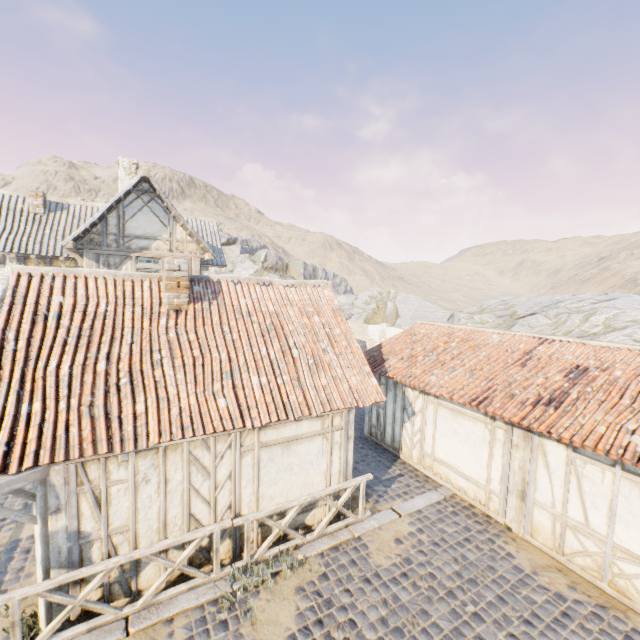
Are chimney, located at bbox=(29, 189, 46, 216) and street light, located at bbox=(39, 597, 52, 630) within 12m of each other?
no

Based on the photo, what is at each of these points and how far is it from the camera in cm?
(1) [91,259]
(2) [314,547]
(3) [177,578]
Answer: (1) building, 1184
(2) stone blocks, 710
(3) building, 614

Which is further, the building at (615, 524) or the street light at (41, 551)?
the building at (615, 524)

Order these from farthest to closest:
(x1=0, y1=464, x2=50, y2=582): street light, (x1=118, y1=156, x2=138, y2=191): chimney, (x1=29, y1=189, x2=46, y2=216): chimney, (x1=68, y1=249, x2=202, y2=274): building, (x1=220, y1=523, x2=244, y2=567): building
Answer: (x1=118, y1=156, x2=138, y2=191): chimney
(x1=29, y1=189, x2=46, y2=216): chimney
(x1=68, y1=249, x2=202, y2=274): building
(x1=220, y1=523, x2=244, y2=567): building
(x1=0, y1=464, x2=50, y2=582): street light

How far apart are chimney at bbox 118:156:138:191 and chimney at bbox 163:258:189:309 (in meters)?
11.73

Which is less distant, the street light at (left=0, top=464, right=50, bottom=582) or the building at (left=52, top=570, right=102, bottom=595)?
the street light at (left=0, top=464, right=50, bottom=582)

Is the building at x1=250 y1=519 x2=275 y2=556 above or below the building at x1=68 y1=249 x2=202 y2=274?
below

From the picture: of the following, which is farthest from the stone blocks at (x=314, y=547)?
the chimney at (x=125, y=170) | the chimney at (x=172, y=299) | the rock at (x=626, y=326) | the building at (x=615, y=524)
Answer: the chimney at (x=125, y=170)
